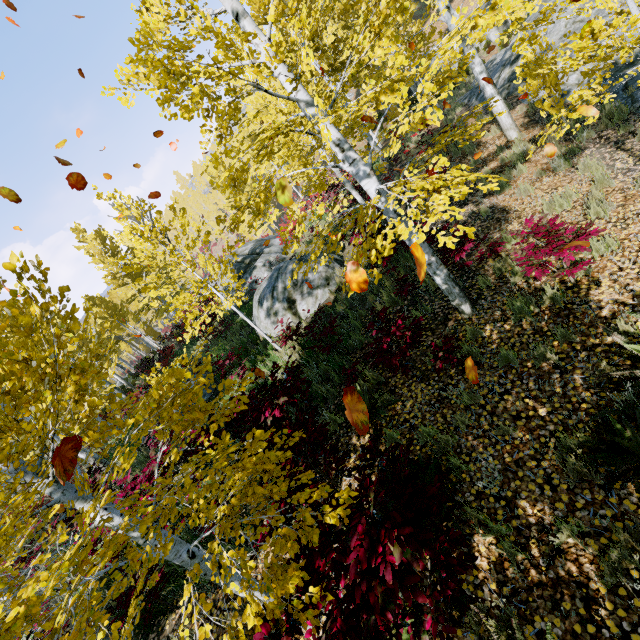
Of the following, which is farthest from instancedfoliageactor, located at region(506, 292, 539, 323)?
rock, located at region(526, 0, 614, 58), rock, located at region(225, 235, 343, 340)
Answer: rock, located at region(225, 235, 343, 340)

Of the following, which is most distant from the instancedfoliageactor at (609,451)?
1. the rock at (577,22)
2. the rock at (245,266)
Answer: the rock at (245,266)

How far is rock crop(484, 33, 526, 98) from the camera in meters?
12.8 m

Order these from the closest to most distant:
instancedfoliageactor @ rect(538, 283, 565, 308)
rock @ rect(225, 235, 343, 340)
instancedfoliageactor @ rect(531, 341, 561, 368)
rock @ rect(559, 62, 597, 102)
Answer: instancedfoliageactor @ rect(531, 341, 561, 368), instancedfoliageactor @ rect(538, 283, 565, 308), rock @ rect(559, 62, 597, 102), rock @ rect(225, 235, 343, 340)

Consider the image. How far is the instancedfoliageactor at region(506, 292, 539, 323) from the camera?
4.8m

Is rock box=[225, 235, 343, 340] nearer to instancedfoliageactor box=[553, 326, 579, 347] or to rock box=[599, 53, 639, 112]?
instancedfoliageactor box=[553, 326, 579, 347]

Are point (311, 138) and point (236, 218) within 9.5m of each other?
no

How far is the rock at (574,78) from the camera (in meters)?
9.57
